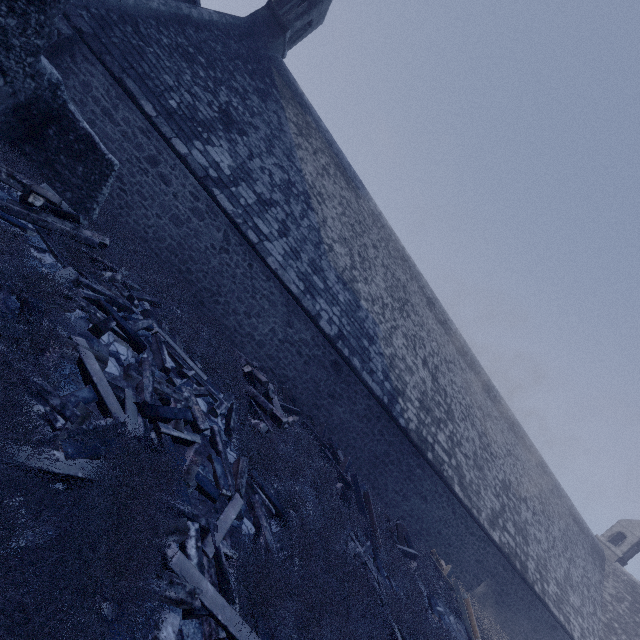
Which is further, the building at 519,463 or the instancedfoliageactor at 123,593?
the building at 519,463

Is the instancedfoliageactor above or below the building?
below

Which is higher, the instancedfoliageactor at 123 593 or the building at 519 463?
the building at 519 463

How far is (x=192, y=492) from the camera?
4.2m

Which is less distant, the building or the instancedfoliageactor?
the instancedfoliageactor
